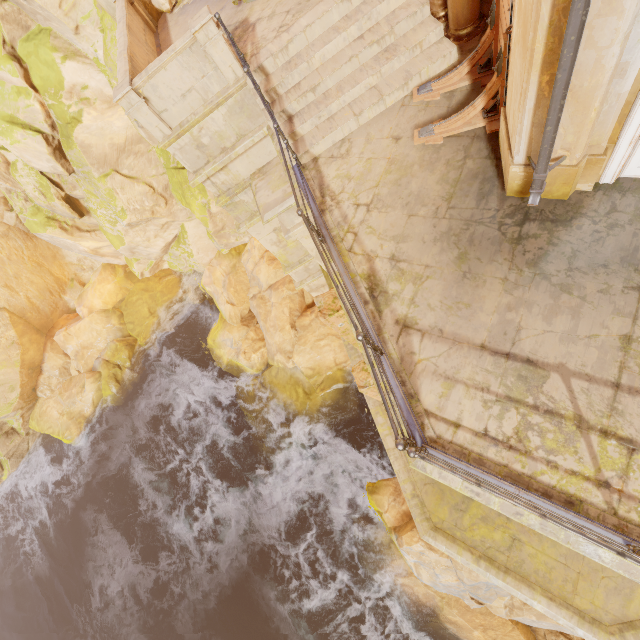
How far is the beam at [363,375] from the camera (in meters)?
5.26

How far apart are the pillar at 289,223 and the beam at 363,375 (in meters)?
4.59

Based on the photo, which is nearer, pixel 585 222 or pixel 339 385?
pixel 585 222

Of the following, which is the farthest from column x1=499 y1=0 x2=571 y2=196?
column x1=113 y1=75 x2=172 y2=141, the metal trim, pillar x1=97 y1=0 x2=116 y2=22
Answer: pillar x1=97 y1=0 x2=116 y2=22

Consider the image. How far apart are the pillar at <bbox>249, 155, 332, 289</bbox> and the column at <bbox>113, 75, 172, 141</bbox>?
3.02m

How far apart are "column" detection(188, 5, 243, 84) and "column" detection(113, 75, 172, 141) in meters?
1.6 m

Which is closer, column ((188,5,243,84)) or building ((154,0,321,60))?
column ((188,5,243,84))

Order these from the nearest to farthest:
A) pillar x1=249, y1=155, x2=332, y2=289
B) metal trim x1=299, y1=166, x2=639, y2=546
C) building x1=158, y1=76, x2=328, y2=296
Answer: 1. metal trim x1=299, y1=166, x2=639, y2=546
2. building x1=158, y1=76, x2=328, y2=296
3. pillar x1=249, y1=155, x2=332, y2=289
